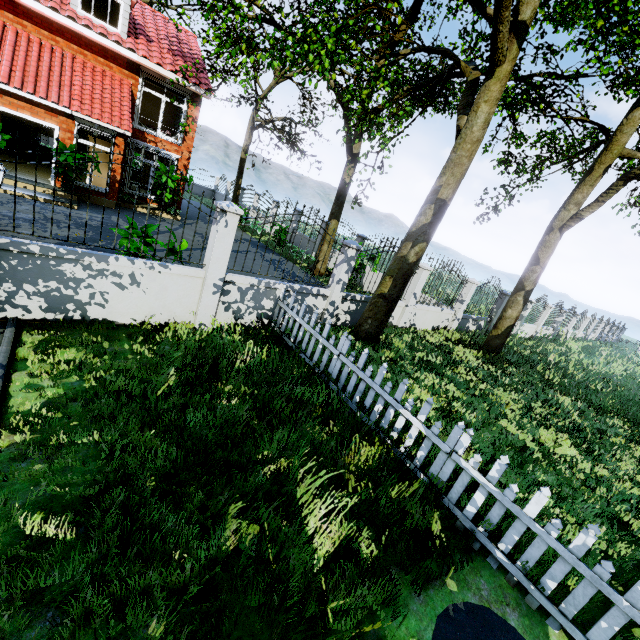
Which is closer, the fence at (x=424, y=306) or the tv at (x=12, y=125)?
the fence at (x=424, y=306)

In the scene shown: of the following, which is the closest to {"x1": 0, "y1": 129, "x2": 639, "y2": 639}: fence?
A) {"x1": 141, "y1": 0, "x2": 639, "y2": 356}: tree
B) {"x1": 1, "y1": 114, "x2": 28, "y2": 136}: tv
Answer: {"x1": 141, "y1": 0, "x2": 639, "y2": 356}: tree

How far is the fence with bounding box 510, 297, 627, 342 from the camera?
17.0m

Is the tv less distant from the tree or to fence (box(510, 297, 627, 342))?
the tree

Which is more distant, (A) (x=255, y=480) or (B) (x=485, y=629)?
(A) (x=255, y=480)

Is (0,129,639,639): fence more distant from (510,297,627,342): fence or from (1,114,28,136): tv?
(1,114,28,136): tv

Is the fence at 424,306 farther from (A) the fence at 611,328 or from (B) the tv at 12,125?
(B) the tv at 12,125
